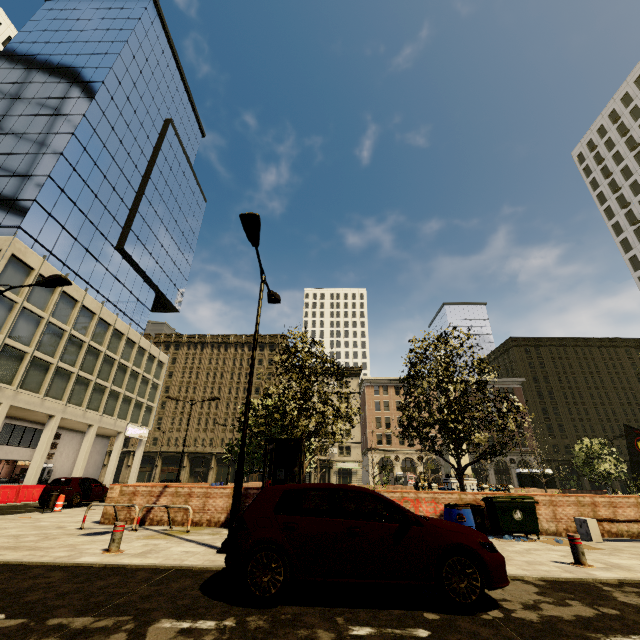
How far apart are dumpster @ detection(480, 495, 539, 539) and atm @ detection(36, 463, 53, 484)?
37.9 meters

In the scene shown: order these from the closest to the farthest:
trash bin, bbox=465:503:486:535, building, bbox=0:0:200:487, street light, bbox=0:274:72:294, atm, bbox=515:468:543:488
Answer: trash bin, bbox=465:503:486:535, street light, bbox=0:274:72:294, building, bbox=0:0:200:487, atm, bbox=515:468:543:488

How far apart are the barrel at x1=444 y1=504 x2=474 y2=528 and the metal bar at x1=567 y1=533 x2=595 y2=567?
1.9 meters

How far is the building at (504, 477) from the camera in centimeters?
5466cm

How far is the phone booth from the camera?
10.40m

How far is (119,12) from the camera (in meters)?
43.03

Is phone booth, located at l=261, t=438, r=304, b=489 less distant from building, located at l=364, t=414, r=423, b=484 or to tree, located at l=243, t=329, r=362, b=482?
tree, located at l=243, t=329, r=362, b=482

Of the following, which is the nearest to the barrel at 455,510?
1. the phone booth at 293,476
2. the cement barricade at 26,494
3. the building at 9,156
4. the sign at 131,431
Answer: the phone booth at 293,476
